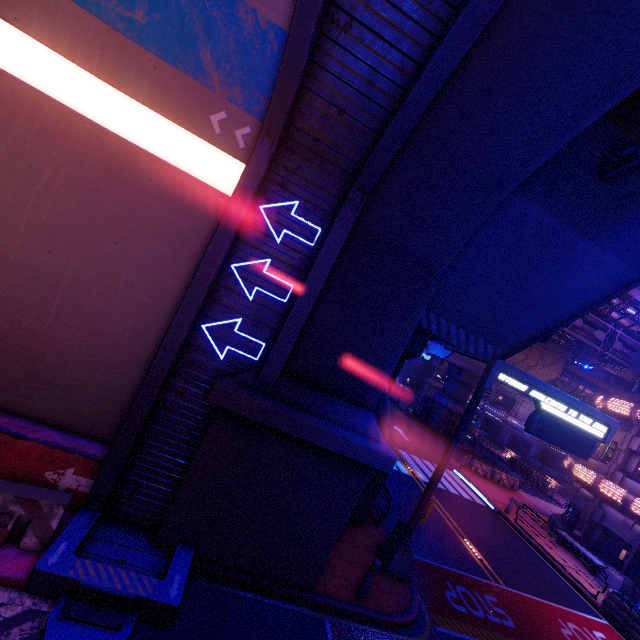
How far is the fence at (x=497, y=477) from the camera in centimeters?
2558cm

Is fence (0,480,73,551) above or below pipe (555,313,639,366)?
below

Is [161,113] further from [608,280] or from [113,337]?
[608,280]

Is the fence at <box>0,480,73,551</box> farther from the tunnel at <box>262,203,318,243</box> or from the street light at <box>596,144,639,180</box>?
the street light at <box>596,144,639,180</box>

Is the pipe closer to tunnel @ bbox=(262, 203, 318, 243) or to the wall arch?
the wall arch

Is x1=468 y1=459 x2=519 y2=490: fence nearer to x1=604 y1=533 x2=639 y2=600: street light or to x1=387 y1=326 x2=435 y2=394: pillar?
x1=604 y1=533 x2=639 y2=600: street light

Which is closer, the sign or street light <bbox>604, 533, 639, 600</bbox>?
the sign

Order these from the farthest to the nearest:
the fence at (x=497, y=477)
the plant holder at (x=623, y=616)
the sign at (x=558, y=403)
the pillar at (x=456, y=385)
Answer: the pillar at (x=456, y=385) < the fence at (x=497, y=477) < the plant holder at (x=623, y=616) < the sign at (x=558, y=403)
